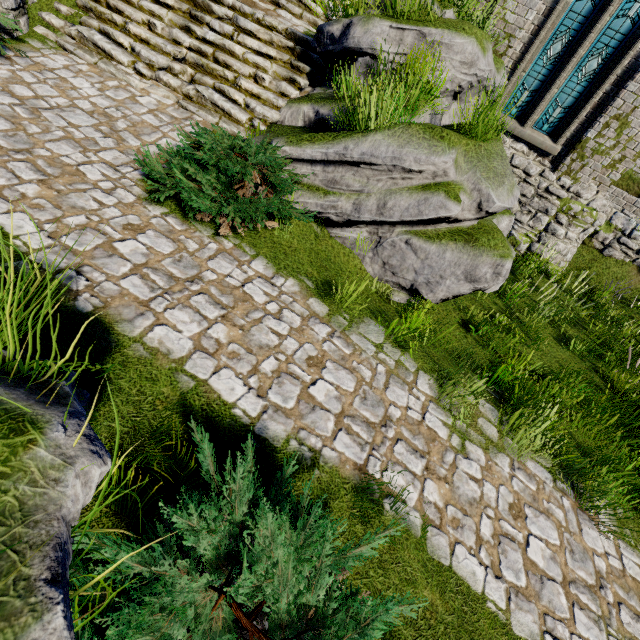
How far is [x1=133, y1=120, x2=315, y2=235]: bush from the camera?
4.2m

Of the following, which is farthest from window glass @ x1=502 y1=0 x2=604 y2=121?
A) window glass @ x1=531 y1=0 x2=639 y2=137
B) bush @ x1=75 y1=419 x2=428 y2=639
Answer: bush @ x1=75 y1=419 x2=428 y2=639

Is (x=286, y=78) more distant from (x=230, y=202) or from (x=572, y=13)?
(x=572, y=13)

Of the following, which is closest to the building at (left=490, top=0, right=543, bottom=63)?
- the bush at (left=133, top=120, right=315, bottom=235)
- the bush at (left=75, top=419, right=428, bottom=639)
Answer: the bush at (left=133, top=120, right=315, bottom=235)

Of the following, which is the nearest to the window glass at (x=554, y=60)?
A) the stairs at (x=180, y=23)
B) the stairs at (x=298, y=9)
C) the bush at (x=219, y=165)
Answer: the stairs at (x=298, y=9)

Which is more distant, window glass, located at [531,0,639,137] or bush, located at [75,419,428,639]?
window glass, located at [531,0,639,137]

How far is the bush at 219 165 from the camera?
4.23m

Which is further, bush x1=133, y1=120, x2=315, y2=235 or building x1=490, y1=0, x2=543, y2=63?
building x1=490, y1=0, x2=543, y2=63
